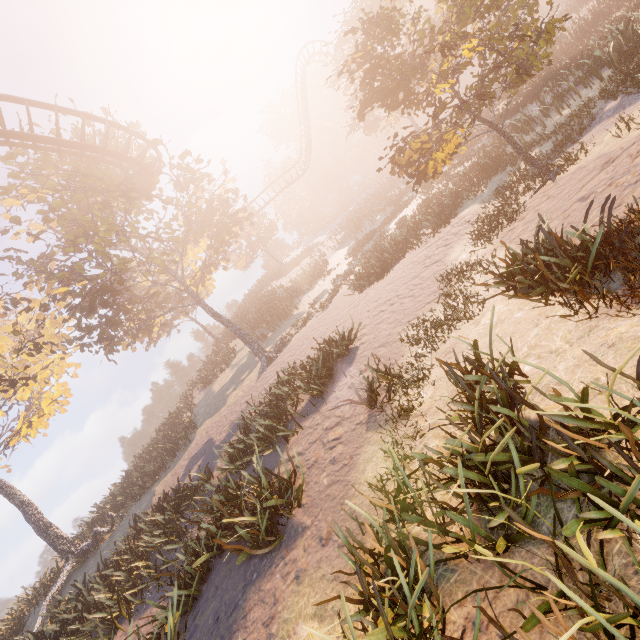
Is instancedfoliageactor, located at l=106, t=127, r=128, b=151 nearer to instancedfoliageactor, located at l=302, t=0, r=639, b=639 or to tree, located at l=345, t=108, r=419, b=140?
instancedfoliageactor, located at l=302, t=0, r=639, b=639

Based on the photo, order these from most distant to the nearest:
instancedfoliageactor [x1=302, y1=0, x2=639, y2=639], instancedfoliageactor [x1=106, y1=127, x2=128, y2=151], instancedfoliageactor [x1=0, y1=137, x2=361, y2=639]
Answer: instancedfoliageactor [x1=106, y1=127, x2=128, y2=151] < instancedfoliageactor [x1=0, y1=137, x2=361, y2=639] < instancedfoliageactor [x1=302, y1=0, x2=639, y2=639]

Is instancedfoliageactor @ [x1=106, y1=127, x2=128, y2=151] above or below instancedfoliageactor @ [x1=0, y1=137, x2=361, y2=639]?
above

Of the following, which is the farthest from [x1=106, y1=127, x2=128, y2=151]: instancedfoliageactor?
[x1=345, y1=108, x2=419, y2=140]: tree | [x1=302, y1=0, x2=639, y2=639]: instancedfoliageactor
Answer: [x1=345, y1=108, x2=419, y2=140]: tree

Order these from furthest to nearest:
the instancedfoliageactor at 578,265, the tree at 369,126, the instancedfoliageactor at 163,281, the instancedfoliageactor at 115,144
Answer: the tree at 369,126, the instancedfoliageactor at 115,144, the instancedfoliageactor at 163,281, the instancedfoliageactor at 578,265

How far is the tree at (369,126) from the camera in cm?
2956

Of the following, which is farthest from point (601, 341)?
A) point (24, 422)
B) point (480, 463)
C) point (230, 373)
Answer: point (24, 422)
